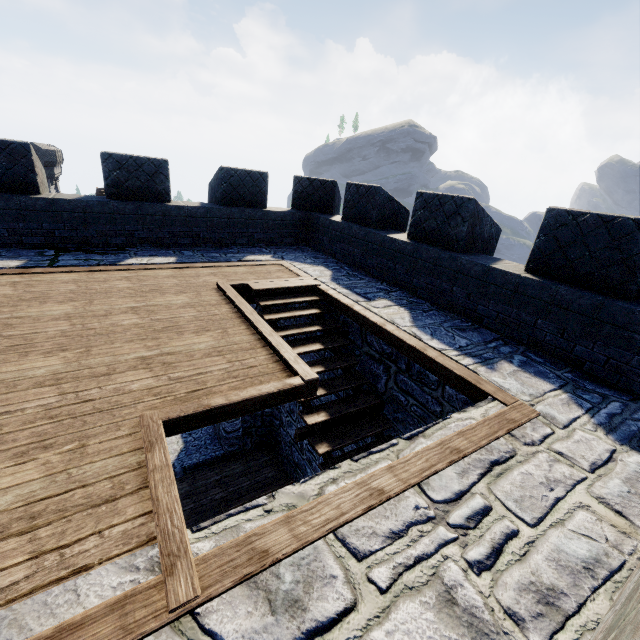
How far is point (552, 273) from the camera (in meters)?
4.71
